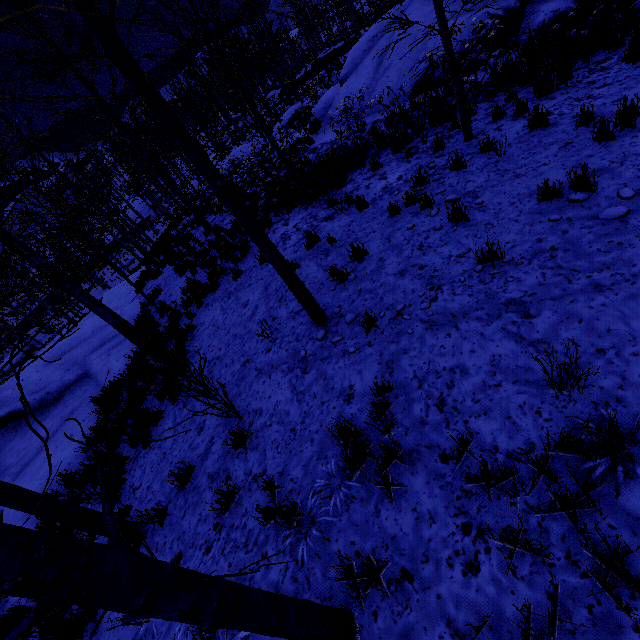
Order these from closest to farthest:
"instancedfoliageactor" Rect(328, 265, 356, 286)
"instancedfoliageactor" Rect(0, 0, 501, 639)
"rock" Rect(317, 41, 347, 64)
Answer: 1. "instancedfoliageactor" Rect(0, 0, 501, 639)
2. "instancedfoliageactor" Rect(328, 265, 356, 286)
3. "rock" Rect(317, 41, 347, 64)

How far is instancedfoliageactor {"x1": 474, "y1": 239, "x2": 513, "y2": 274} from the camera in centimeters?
413cm

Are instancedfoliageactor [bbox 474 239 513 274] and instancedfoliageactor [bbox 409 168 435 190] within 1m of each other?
no

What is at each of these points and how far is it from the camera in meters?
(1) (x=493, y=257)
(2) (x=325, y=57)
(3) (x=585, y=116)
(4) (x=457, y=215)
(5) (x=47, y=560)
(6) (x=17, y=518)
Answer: (1) instancedfoliageactor, 4.1 m
(2) rock, 35.5 m
(3) instancedfoliageactor, 5.4 m
(4) instancedfoliageactor, 5.3 m
(5) instancedfoliageactor, 1.1 m
(6) rock, 6.9 m

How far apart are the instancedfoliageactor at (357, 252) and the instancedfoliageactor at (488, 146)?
3.11m

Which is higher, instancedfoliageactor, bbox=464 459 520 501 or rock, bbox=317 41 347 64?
rock, bbox=317 41 347 64

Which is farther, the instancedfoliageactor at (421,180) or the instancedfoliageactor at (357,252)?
the instancedfoliageactor at (421,180)

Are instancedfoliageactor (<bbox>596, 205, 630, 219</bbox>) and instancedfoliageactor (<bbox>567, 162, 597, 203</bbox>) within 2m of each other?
yes
